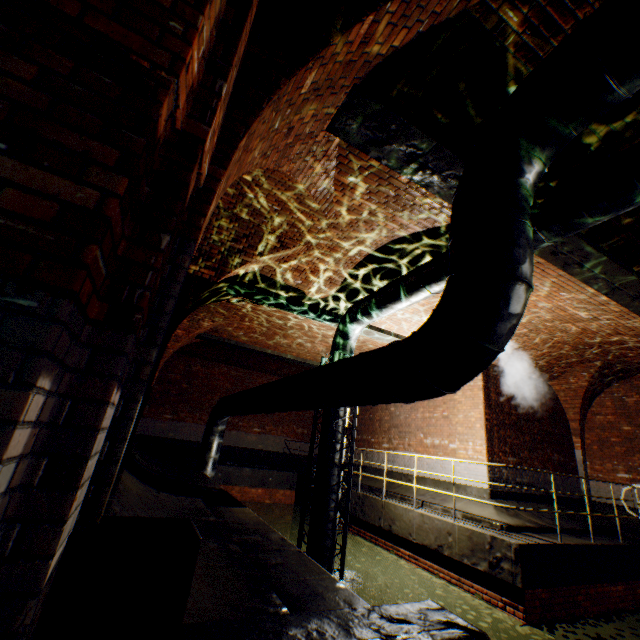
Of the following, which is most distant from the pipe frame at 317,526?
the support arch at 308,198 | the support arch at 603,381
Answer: the support arch at 603,381

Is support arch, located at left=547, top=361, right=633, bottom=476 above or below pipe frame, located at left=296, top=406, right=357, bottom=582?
above

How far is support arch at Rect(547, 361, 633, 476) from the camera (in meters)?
10.52

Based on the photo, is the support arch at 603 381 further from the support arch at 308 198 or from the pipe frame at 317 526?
the support arch at 308 198

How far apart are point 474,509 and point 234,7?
10.4m

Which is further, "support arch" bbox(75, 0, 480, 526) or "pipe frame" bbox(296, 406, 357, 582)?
"pipe frame" bbox(296, 406, 357, 582)

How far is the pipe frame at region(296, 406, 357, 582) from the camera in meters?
6.3 m

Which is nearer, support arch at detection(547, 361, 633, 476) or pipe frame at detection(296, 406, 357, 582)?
pipe frame at detection(296, 406, 357, 582)
